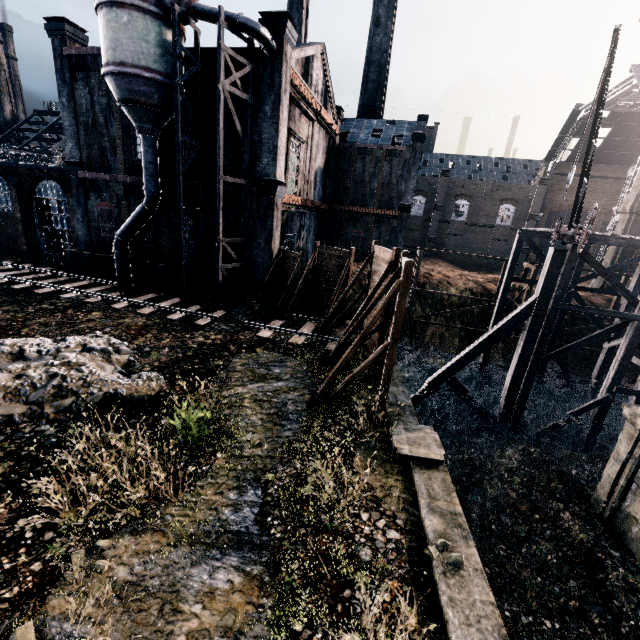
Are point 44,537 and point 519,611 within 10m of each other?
no

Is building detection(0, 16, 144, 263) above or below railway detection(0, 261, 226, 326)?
above

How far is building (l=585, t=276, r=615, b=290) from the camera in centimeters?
3556cm

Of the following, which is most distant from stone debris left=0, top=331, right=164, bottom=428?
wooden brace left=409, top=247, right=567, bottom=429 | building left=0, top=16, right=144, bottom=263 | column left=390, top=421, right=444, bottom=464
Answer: wooden brace left=409, top=247, right=567, bottom=429

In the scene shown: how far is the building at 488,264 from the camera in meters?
54.5

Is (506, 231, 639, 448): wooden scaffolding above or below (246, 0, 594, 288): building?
below

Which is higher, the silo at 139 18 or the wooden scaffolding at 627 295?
the silo at 139 18

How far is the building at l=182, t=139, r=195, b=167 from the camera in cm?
2167
